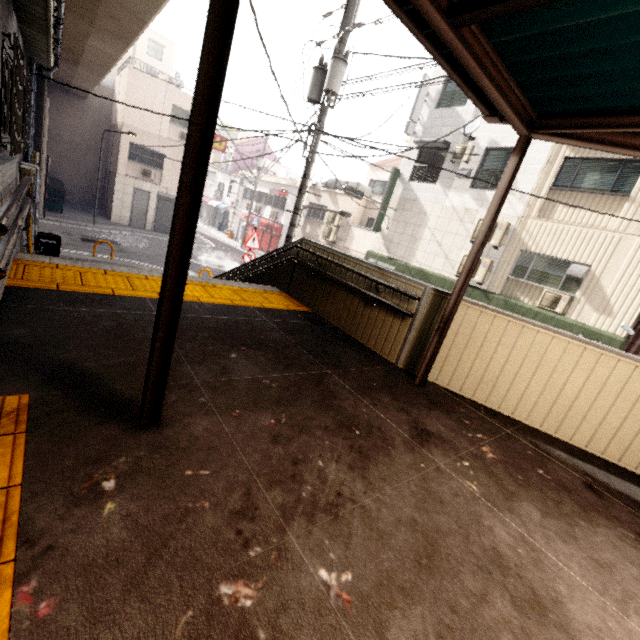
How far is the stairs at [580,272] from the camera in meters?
9.5

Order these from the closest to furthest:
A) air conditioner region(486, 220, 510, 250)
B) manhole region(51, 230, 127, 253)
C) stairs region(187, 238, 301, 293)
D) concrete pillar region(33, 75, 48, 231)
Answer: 1. stairs region(187, 238, 301, 293)
2. concrete pillar region(33, 75, 48, 231)
3. air conditioner region(486, 220, 510, 250)
4. manhole region(51, 230, 127, 253)

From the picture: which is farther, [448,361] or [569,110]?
[448,361]

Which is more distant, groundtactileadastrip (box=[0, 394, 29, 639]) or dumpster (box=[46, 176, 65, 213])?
dumpster (box=[46, 176, 65, 213])

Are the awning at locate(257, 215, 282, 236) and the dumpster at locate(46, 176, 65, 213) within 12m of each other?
no

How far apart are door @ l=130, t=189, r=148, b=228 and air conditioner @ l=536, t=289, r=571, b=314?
22.8m

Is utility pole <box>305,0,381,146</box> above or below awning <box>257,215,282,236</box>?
above

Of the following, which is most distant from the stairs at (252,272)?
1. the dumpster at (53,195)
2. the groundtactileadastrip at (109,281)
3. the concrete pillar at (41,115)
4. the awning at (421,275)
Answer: the dumpster at (53,195)
